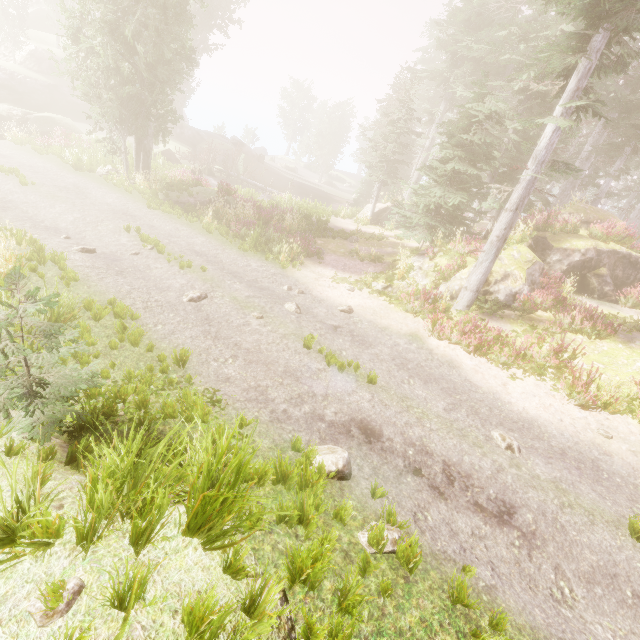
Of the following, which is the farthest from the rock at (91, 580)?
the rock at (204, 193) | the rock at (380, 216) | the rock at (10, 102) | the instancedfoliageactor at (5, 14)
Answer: the rock at (10, 102)

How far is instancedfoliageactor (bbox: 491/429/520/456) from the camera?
7.1m

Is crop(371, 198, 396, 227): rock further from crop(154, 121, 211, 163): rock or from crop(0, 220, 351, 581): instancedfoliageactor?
crop(154, 121, 211, 163): rock

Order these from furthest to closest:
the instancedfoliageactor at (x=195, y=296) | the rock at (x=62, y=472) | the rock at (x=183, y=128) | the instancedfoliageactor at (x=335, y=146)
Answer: the instancedfoliageactor at (x=335, y=146) → the rock at (x=183, y=128) → the instancedfoliageactor at (x=195, y=296) → the rock at (x=62, y=472)

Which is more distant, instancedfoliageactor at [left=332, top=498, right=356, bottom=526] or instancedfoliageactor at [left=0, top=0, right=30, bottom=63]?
instancedfoliageactor at [left=0, top=0, right=30, bottom=63]

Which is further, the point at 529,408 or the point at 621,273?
the point at 621,273

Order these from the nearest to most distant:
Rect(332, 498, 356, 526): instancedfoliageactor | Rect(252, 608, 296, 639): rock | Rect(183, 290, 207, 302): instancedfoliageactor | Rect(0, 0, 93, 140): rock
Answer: Rect(252, 608, 296, 639): rock
Rect(332, 498, 356, 526): instancedfoliageactor
Rect(183, 290, 207, 302): instancedfoliageactor
Rect(0, 0, 93, 140): rock
